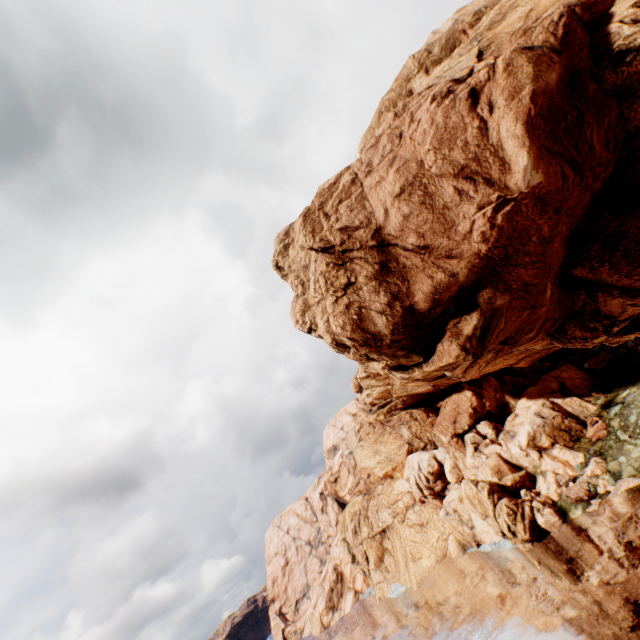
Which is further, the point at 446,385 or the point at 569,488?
the point at 446,385
